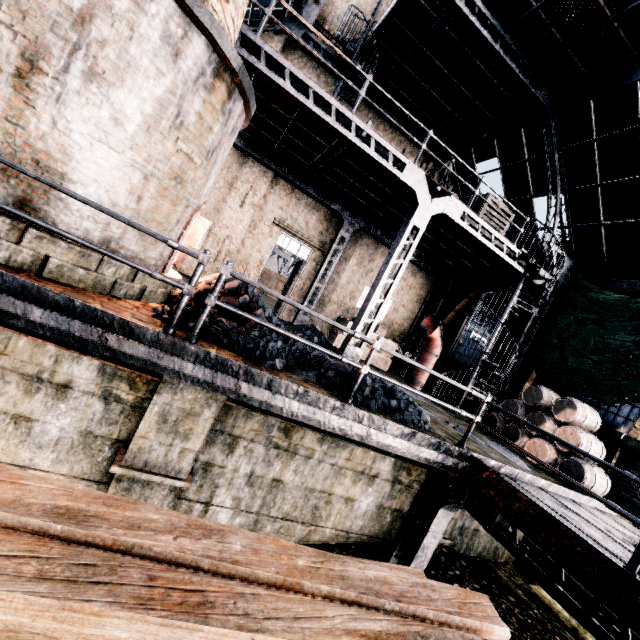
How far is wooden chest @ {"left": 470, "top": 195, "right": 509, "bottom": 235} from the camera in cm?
1140

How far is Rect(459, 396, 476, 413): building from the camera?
14.46m

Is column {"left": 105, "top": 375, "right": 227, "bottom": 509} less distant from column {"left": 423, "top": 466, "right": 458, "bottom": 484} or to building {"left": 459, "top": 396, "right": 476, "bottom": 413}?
column {"left": 423, "top": 466, "right": 458, "bottom": 484}

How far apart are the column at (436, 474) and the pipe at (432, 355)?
7.8m

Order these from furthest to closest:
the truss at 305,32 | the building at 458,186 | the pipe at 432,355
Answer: the building at 458,186 < the pipe at 432,355 < the truss at 305,32

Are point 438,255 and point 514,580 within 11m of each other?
no

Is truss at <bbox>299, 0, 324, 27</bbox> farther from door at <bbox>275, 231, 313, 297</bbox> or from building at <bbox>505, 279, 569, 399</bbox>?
door at <bbox>275, 231, 313, 297</bbox>

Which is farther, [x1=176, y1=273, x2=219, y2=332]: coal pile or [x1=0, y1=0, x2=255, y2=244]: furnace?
[x1=176, y1=273, x2=219, y2=332]: coal pile
